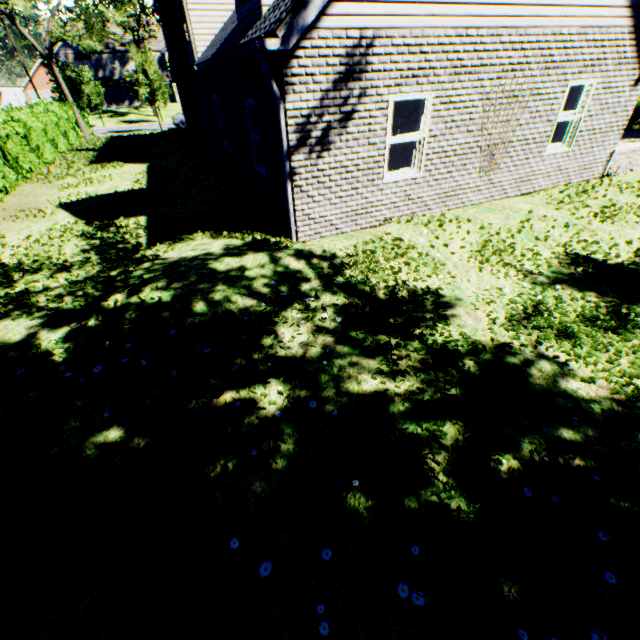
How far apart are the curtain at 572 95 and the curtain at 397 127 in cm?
391

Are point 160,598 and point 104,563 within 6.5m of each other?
yes

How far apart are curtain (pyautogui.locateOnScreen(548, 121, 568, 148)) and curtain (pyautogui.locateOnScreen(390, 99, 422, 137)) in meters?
3.9 m

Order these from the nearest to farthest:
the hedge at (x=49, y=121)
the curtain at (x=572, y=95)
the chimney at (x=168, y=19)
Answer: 1. the curtain at (x=572, y=95)
2. the hedge at (x=49, y=121)
3. the chimney at (x=168, y=19)

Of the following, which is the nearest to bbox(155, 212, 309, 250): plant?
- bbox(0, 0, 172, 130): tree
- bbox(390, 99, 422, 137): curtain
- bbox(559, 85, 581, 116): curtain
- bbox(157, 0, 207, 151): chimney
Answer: bbox(0, 0, 172, 130): tree
